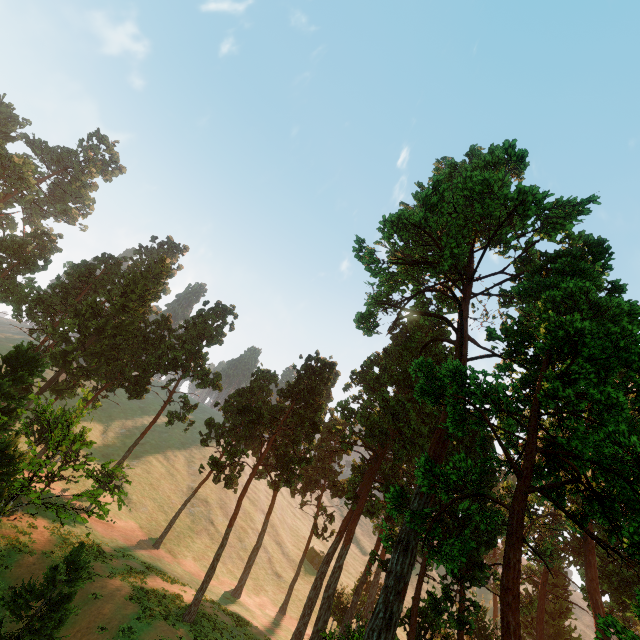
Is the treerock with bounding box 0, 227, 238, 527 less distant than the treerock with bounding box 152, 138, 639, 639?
No

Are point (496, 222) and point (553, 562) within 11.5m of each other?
no

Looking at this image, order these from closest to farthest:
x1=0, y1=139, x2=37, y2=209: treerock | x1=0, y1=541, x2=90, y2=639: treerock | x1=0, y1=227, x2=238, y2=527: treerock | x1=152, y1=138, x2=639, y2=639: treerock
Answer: x1=0, y1=541, x2=90, y2=639: treerock, x1=152, y1=138, x2=639, y2=639: treerock, x1=0, y1=227, x2=238, y2=527: treerock, x1=0, y1=139, x2=37, y2=209: treerock

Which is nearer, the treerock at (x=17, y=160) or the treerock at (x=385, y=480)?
the treerock at (x=385, y=480)
